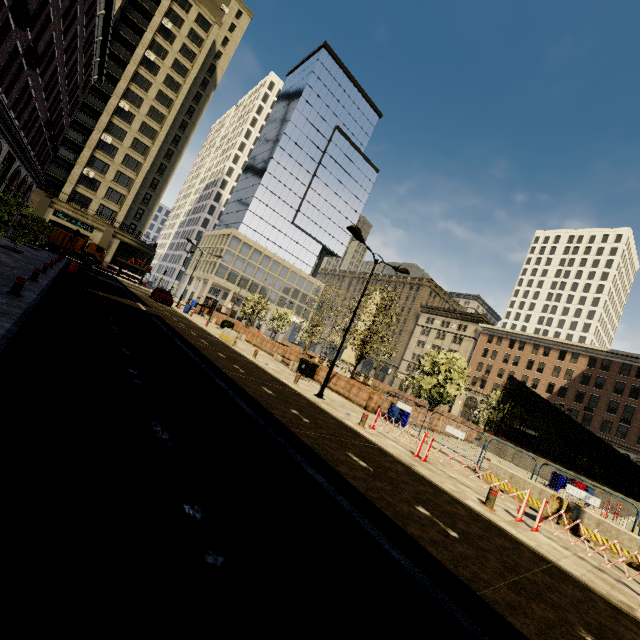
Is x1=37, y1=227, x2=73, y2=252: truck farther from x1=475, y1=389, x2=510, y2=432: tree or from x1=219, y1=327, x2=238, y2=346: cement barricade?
x1=219, y1=327, x2=238, y2=346: cement barricade

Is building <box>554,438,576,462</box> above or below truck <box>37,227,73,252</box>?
above

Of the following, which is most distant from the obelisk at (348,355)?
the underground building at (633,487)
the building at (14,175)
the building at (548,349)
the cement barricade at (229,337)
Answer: the building at (14,175)

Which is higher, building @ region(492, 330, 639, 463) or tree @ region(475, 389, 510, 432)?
building @ region(492, 330, 639, 463)

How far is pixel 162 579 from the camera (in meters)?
2.57

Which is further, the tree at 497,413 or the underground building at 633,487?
the tree at 497,413

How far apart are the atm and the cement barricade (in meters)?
35.30

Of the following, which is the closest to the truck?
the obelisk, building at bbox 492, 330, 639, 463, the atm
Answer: building at bbox 492, 330, 639, 463
